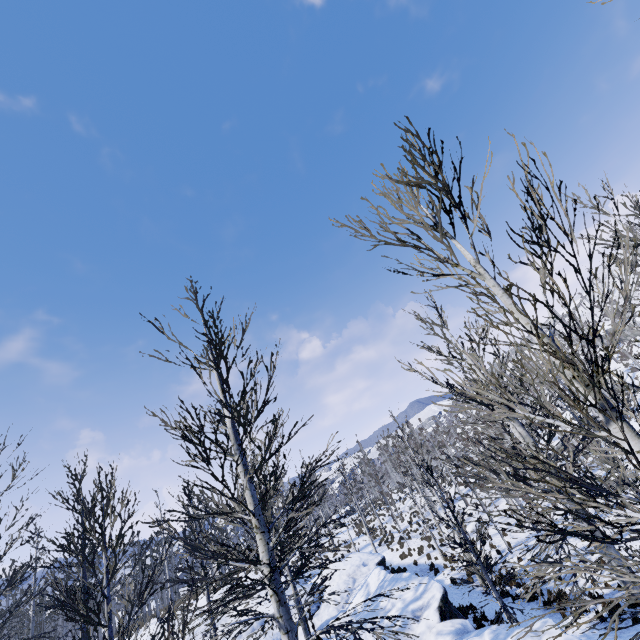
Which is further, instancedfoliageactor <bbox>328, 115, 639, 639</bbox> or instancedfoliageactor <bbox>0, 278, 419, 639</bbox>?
instancedfoliageactor <bbox>0, 278, 419, 639</bbox>

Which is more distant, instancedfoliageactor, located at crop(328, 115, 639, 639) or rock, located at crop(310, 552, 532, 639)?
rock, located at crop(310, 552, 532, 639)

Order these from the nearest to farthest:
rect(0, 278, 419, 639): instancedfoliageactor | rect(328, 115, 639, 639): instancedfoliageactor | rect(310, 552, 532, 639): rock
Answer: rect(328, 115, 639, 639): instancedfoliageactor → rect(0, 278, 419, 639): instancedfoliageactor → rect(310, 552, 532, 639): rock

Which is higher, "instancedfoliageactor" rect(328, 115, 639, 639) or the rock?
"instancedfoliageactor" rect(328, 115, 639, 639)

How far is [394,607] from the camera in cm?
1229

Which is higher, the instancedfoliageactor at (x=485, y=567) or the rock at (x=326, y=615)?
the instancedfoliageactor at (x=485, y=567)

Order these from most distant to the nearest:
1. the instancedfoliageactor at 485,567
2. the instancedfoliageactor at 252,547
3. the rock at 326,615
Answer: the rock at 326,615, the instancedfoliageactor at 252,547, the instancedfoliageactor at 485,567
